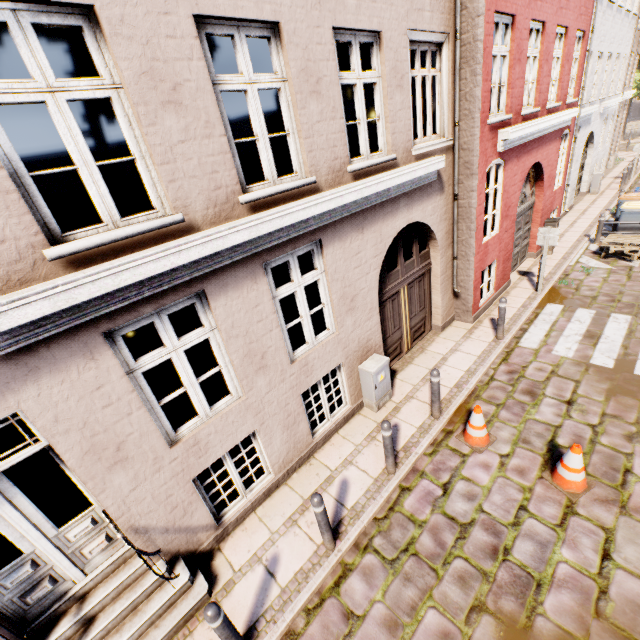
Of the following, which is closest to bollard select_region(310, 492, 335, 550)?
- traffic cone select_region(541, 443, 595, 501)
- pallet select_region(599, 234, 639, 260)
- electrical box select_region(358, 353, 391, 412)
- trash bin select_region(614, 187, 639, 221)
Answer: electrical box select_region(358, 353, 391, 412)

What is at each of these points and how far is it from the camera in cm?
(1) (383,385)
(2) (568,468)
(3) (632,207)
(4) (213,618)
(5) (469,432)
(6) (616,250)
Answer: (1) electrical box, 648
(2) traffic cone, 459
(3) trash bin, 1105
(4) bollard, 318
(5) traffic cone, 559
(6) pallet, 1059

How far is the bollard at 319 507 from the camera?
4.0 meters

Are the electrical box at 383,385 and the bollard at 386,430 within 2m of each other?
yes

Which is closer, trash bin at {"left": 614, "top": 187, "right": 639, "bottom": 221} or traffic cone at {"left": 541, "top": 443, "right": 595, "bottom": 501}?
traffic cone at {"left": 541, "top": 443, "right": 595, "bottom": 501}

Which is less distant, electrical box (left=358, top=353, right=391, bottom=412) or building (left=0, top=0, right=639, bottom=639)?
building (left=0, top=0, right=639, bottom=639)

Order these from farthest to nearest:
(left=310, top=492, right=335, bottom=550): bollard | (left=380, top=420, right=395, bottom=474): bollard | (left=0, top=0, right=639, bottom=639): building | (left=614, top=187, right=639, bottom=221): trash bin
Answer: (left=614, top=187, right=639, bottom=221): trash bin < (left=380, top=420, right=395, bottom=474): bollard < (left=310, top=492, right=335, bottom=550): bollard < (left=0, top=0, right=639, bottom=639): building

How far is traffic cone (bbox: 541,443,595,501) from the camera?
4.5m
